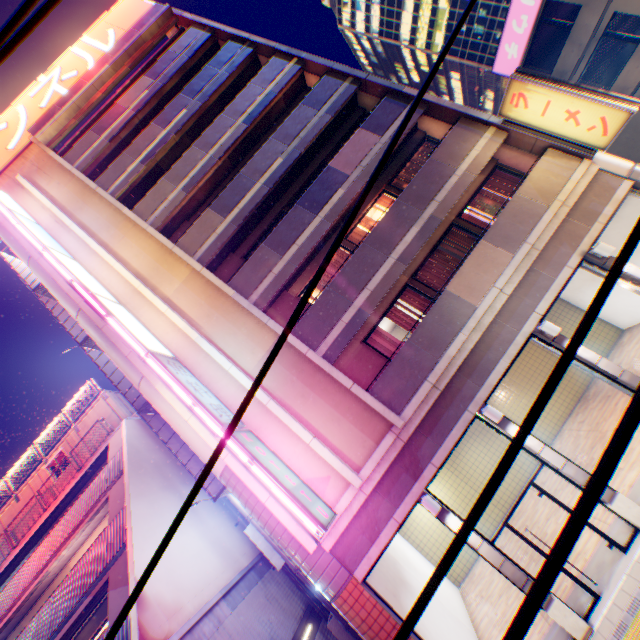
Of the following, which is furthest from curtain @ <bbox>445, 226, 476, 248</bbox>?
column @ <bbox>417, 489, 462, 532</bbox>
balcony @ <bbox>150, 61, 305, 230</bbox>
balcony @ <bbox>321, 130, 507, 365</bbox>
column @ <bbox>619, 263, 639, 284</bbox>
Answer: balcony @ <bbox>150, 61, 305, 230</bbox>

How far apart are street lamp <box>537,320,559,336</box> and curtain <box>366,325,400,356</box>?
3.9m

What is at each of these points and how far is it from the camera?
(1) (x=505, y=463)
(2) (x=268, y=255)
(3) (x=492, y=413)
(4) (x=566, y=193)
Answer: (1) power line, 1.2m
(2) balcony, 11.6m
(3) street lamp, 8.4m
(4) concrete block, 10.0m

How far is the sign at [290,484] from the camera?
7.4 meters

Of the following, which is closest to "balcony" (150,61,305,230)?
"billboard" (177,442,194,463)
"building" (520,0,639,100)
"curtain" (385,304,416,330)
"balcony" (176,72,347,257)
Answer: "balcony" (176,72,347,257)

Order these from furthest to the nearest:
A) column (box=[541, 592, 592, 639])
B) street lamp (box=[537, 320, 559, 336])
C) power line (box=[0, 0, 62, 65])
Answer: street lamp (box=[537, 320, 559, 336]), column (box=[541, 592, 592, 639]), power line (box=[0, 0, 62, 65])

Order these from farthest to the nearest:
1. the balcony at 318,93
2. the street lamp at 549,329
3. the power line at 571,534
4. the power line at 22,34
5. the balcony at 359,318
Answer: the balcony at 318,93, the balcony at 359,318, the street lamp at 549,329, the power line at 22,34, the power line at 571,534

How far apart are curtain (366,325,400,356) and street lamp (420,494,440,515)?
4.1m
